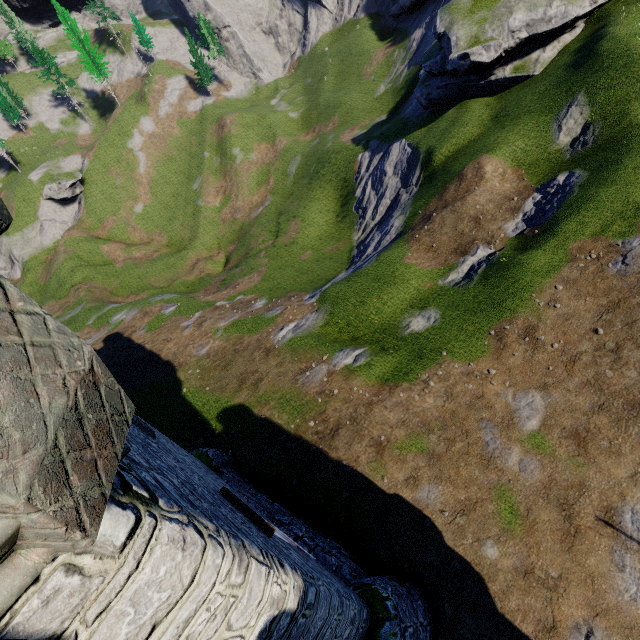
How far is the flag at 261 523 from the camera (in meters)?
6.99

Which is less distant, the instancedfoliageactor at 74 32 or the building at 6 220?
the building at 6 220

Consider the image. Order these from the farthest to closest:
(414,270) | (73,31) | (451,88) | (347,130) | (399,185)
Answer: (73,31) < (347,130) < (399,185) < (451,88) < (414,270)

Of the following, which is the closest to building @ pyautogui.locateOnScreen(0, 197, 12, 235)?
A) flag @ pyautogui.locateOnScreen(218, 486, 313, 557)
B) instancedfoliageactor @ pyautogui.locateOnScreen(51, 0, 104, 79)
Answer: flag @ pyautogui.locateOnScreen(218, 486, 313, 557)

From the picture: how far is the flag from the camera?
7.0 meters

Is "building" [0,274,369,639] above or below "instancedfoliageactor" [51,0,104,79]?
below

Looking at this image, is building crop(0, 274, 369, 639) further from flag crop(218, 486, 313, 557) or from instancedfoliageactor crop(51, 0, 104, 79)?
instancedfoliageactor crop(51, 0, 104, 79)

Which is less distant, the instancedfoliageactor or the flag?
the flag
